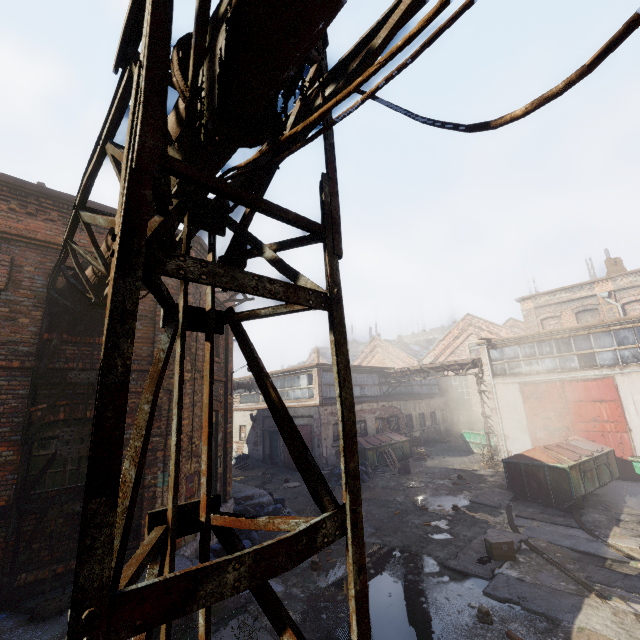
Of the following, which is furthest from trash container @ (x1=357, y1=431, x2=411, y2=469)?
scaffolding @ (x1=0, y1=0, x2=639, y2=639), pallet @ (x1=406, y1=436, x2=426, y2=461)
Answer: scaffolding @ (x1=0, y1=0, x2=639, y2=639)

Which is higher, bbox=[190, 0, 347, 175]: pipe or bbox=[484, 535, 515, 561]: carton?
bbox=[190, 0, 347, 175]: pipe

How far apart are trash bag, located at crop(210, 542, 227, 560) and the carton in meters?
5.8

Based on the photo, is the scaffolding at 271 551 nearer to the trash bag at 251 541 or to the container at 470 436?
the trash bag at 251 541

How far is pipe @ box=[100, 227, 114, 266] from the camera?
3.91m

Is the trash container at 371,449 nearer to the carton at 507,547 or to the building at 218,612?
the building at 218,612

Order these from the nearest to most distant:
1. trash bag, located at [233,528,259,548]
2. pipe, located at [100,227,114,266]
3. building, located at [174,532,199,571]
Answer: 1. pipe, located at [100,227,114,266]
2. building, located at [174,532,199,571]
3. trash bag, located at [233,528,259,548]

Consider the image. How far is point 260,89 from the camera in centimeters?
207cm
